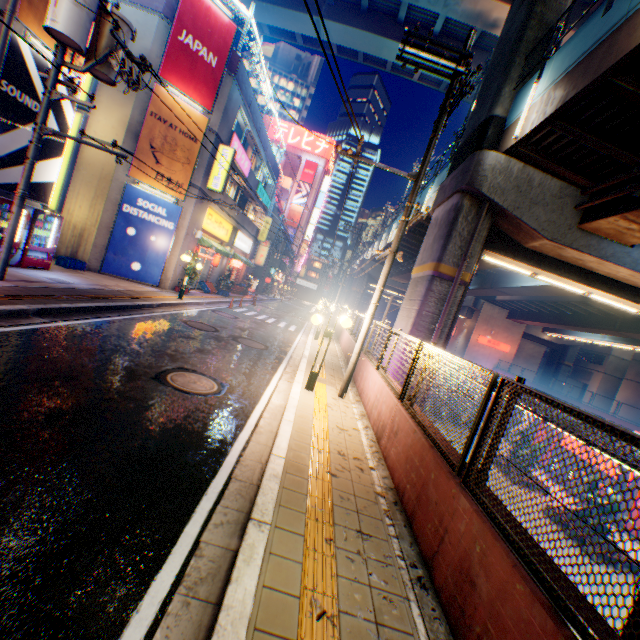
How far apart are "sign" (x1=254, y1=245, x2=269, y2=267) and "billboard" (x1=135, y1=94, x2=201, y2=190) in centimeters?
2408cm

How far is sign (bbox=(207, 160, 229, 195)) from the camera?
17.8m

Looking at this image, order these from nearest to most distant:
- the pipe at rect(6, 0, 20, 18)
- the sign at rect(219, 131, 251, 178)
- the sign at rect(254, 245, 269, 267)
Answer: the pipe at rect(6, 0, 20, 18)
the sign at rect(219, 131, 251, 178)
the sign at rect(254, 245, 269, 267)

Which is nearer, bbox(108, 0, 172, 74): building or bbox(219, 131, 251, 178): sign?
bbox(108, 0, 172, 74): building

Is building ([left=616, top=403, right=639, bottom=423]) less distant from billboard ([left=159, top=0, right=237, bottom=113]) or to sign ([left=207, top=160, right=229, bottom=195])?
sign ([left=207, top=160, right=229, bottom=195])

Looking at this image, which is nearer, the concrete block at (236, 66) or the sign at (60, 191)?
the sign at (60, 191)

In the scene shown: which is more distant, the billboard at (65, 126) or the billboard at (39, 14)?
the billboard at (65, 126)

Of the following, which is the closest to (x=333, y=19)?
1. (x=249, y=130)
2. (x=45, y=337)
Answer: (x=249, y=130)
